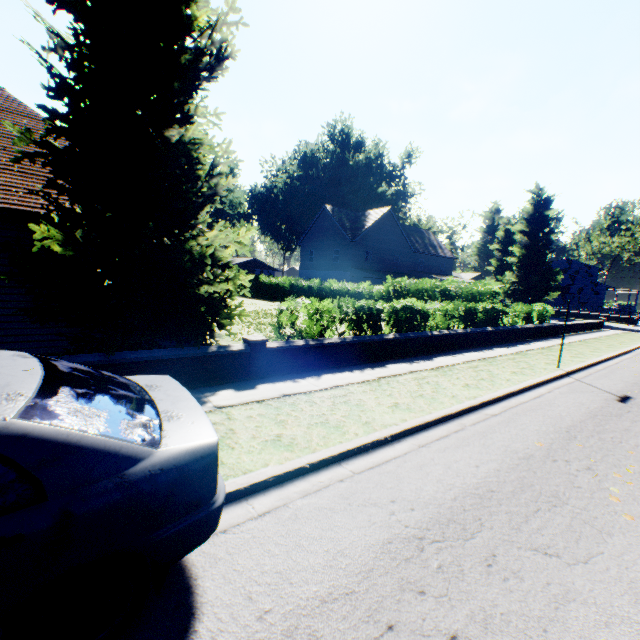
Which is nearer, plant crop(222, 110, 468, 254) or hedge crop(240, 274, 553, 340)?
hedge crop(240, 274, 553, 340)

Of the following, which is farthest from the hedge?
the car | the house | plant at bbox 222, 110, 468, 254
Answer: the house

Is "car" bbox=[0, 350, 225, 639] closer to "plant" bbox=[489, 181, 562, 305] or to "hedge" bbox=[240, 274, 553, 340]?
"hedge" bbox=[240, 274, 553, 340]

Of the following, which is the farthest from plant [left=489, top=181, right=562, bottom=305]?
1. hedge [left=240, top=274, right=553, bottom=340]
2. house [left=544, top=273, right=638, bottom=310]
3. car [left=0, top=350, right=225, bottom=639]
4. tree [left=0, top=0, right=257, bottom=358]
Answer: car [left=0, top=350, right=225, bottom=639]

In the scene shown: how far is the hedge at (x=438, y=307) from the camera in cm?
923

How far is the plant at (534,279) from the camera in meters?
39.1

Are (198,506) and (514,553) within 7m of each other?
yes

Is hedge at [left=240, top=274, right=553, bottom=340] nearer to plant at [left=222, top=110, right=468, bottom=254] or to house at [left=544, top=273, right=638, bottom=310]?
plant at [left=222, top=110, right=468, bottom=254]
